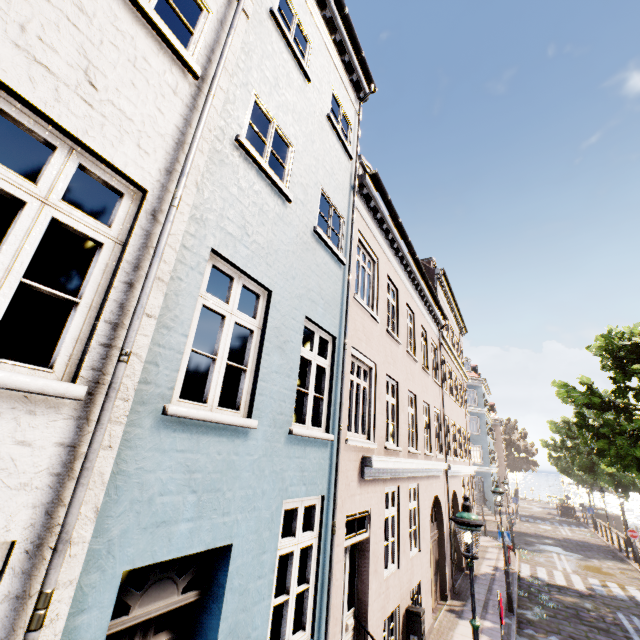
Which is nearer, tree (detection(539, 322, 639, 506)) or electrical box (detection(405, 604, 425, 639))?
electrical box (detection(405, 604, 425, 639))

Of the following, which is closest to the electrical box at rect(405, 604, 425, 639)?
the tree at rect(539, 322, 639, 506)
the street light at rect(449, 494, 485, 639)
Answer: the street light at rect(449, 494, 485, 639)

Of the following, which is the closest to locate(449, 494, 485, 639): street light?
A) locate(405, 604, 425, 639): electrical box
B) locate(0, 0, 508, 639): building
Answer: locate(405, 604, 425, 639): electrical box

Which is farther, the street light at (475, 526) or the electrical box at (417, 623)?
the electrical box at (417, 623)

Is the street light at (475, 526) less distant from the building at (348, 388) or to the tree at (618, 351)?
the tree at (618, 351)

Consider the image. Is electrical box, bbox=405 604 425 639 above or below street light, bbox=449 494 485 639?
below

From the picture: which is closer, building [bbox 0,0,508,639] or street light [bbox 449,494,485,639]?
building [bbox 0,0,508,639]

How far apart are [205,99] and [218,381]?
3.08m
